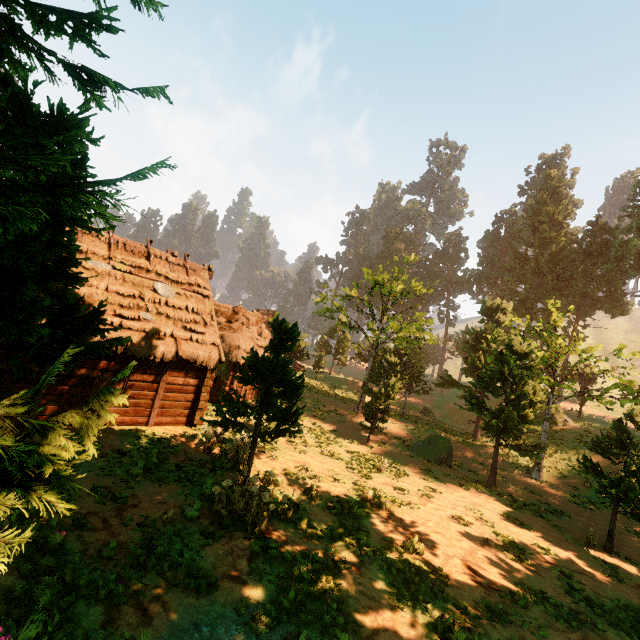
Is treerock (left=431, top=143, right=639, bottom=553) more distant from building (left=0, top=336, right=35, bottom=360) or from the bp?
the bp

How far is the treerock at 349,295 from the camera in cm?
2614

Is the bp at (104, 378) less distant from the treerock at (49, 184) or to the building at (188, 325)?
the building at (188, 325)

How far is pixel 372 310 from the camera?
28.5m

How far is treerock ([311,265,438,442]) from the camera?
23.5m

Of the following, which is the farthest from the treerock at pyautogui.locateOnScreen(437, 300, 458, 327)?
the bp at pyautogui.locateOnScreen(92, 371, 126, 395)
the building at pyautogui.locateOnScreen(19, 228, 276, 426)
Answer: the bp at pyautogui.locateOnScreen(92, 371, 126, 395)

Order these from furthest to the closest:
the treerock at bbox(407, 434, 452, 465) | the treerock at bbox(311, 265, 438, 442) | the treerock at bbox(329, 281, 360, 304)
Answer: the treerock at bbox(329, 281, 360, 304)
the treerock at bbox(311, 265, 438, 442)
the treerock at bbox(407, 434, 452, 465)
